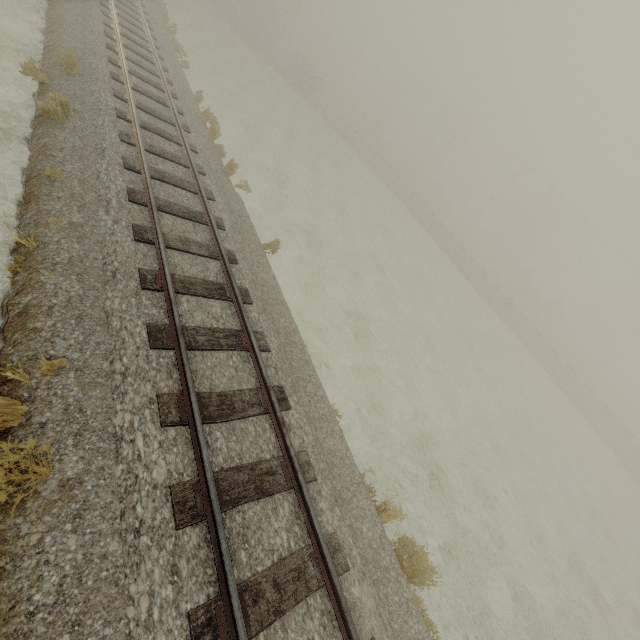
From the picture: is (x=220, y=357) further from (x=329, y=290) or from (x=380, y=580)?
(x=329, y=290)
